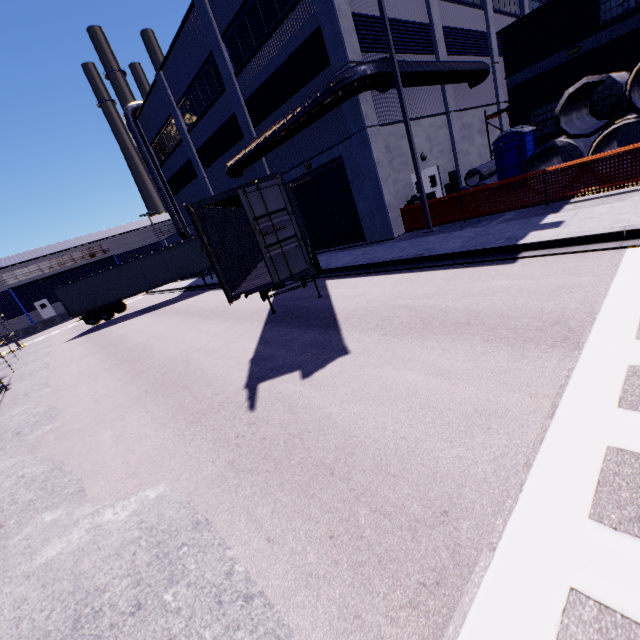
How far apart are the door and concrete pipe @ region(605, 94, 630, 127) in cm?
490

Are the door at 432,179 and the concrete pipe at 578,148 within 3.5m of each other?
no

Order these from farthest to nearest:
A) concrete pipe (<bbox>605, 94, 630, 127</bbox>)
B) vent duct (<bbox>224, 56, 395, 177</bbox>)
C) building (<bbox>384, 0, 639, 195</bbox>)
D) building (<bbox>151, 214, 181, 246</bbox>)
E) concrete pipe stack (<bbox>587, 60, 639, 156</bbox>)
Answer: building (<bbox>151, 214, 181, 246</bbox>), building (<bbox>384, 0, 639, 195</bbox>), vent duct (<bbox>224, 56, 395, 177</bbox>), concrete pipe (<bbox>605, 94, 630, 127</bbox>), concrete pipe stack (<bbox>587, 60, 639, 156</bbox>)

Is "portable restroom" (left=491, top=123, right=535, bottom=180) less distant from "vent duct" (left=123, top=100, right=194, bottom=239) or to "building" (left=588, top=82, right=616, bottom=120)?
"building" (left=588, top=82, right=616, bottom=120)

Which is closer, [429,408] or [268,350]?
[429,408]

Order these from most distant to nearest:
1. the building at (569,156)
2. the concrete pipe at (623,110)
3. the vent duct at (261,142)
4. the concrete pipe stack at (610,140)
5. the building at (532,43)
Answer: the building at (569,156), the building at (532,43), the vent duct at (261,142), the concrete pipe at (623,110), the concrete pipe stack at (610,140)

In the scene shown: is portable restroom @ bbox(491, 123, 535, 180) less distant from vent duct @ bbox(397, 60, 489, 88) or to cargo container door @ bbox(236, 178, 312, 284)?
vent duct @ bbox(397, 60, 489, 88)

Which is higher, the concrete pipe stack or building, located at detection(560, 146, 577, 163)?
the concrete pipe stack
